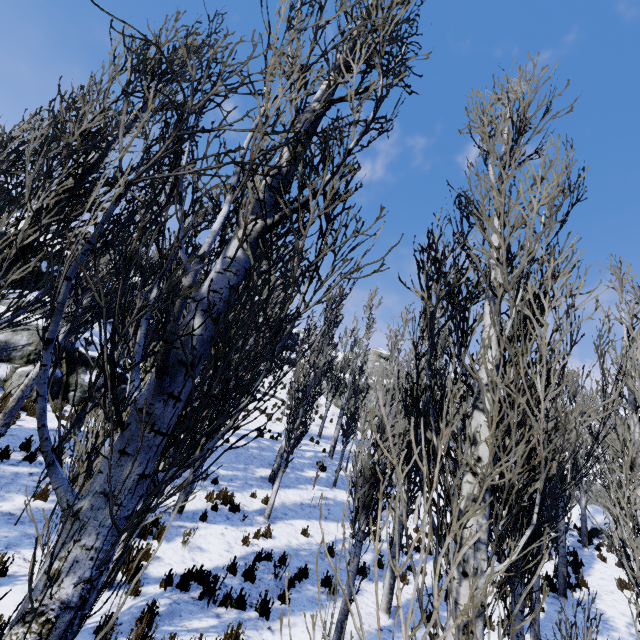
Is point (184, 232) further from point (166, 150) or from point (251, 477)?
point (251, 477)

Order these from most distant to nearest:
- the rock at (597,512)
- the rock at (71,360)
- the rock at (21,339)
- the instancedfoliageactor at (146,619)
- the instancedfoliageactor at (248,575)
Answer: the rock at (597,512) → the rock at (71,360) → the rock at (21,339) → the instancedfoliageactor at (248,575) → the instancedfoliageactor at (146,619)

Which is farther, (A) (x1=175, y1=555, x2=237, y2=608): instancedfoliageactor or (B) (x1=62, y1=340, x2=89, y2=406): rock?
(B) (x1=62, y1=340, x2=89, y2=406): rock

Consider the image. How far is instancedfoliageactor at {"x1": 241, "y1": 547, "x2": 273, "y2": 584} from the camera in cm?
722

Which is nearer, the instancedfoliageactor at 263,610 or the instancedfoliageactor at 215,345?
the instancedfoliageactor at 215,345
